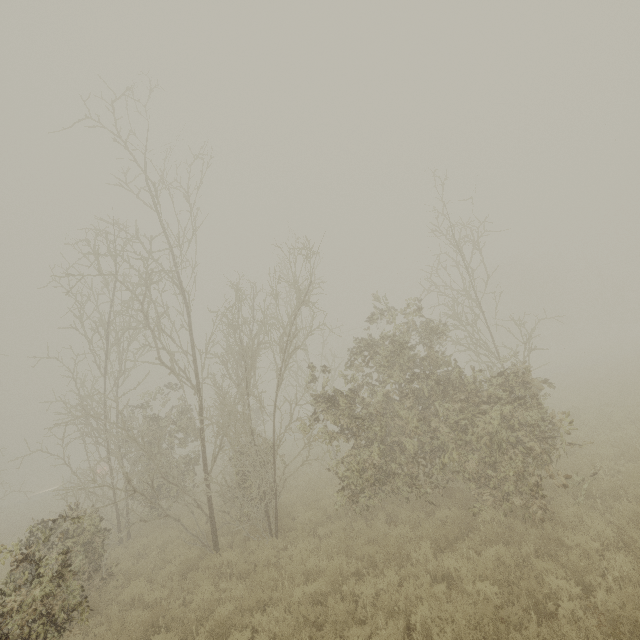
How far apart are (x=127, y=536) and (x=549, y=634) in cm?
1484
